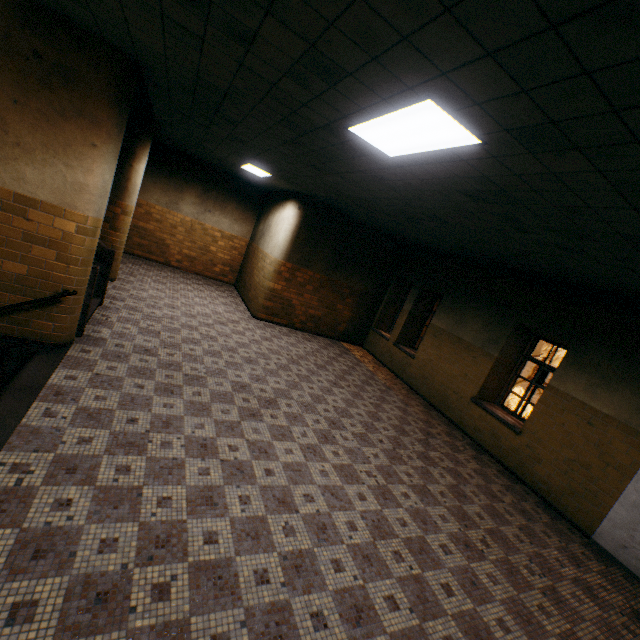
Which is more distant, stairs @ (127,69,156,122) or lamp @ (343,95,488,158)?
stairs @ (127,69,156,122)

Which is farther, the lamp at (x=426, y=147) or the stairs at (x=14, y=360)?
the stairs at (x=14, y=360)

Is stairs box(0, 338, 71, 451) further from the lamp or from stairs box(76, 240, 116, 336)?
the lamp

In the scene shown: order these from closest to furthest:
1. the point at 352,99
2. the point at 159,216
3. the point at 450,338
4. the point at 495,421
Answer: the point at 352,99
the point at 495,421
the point at 450,338
the point at 159,216

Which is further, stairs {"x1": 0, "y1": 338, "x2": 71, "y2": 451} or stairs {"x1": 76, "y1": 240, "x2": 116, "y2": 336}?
stairs {"x1": 76, "y1": 240, "x2": 116, "y2": 336}

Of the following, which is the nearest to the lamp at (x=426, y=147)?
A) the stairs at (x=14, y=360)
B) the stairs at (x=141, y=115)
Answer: the stairs at (x=141, y=115)

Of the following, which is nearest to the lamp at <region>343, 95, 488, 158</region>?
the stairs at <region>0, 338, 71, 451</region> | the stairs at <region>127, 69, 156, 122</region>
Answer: the stairs at <region>127, 69, 156, 122</region>
